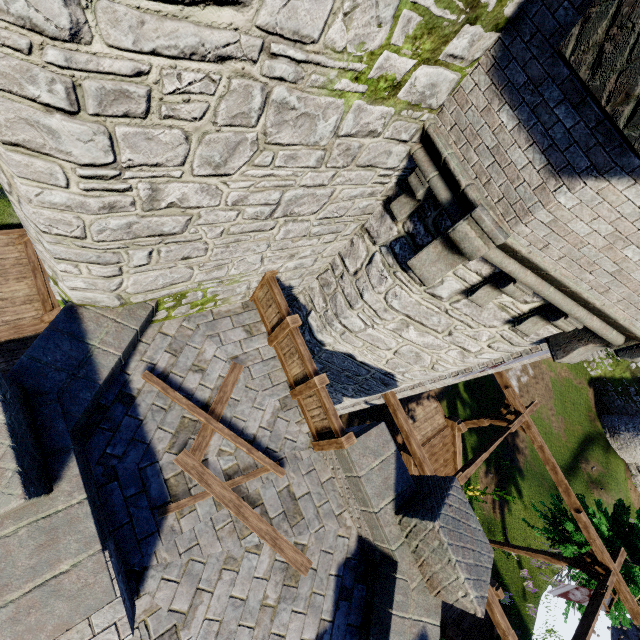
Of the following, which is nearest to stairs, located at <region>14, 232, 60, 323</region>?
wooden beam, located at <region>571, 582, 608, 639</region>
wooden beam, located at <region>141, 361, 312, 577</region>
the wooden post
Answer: wooden beam, located at <region>141, 361, 312, 577</region>

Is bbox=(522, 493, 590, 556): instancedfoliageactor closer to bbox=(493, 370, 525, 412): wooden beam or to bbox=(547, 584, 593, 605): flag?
bbox=(493, 370, 525, 412): wooden beam

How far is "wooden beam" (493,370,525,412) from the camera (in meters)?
13.04

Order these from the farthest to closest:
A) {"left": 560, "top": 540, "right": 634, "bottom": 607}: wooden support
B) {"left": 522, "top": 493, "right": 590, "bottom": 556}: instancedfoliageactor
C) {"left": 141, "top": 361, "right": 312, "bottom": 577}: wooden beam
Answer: {"left": 522, "top": 493, "right": 590, "bottom": 556}: instancedfoliageactor, {"left": 560, "top": 540, "right": 634, "bottom": 607}: wooden support, {"left": 141, "top": 361, "right": 312, "bottom": 577}: wooden beam

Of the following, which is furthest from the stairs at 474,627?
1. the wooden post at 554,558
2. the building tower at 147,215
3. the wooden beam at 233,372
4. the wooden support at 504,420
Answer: the building tower at 147,215

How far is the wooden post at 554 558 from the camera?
13.41m

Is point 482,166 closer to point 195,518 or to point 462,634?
point 195,518

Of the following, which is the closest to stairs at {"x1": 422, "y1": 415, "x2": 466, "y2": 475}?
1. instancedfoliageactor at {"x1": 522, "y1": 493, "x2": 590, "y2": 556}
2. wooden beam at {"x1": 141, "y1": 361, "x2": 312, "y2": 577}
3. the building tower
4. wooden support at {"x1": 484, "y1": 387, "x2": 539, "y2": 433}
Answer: wooden support at {"x1": 484, "y1": 387, "x2": 539, "y2": 433}
